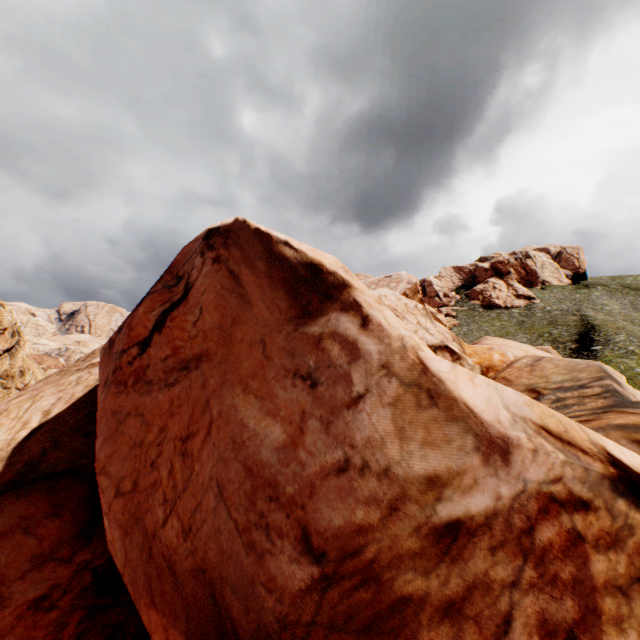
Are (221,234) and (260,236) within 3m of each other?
yes
